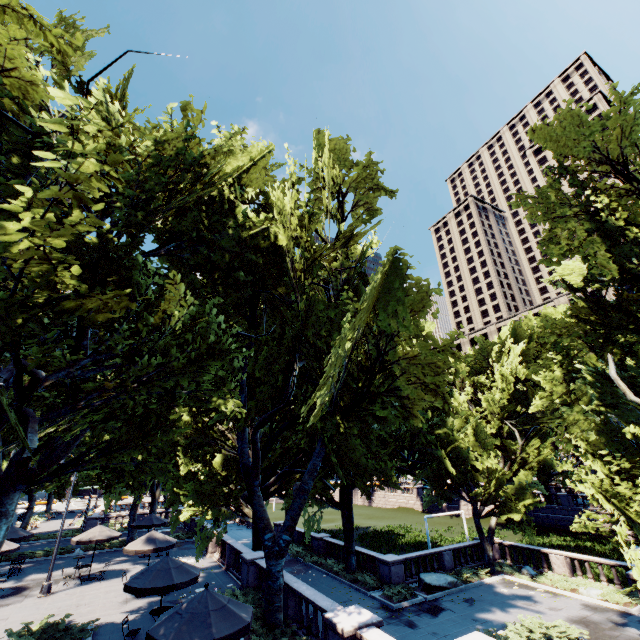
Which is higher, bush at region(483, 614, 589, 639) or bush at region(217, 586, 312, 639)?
bush at region(217, 586, 312, 639)

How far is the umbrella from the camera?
20.56m

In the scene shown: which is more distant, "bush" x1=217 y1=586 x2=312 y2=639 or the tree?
"bush" x1=217 y1=586 x2=312 y2=639

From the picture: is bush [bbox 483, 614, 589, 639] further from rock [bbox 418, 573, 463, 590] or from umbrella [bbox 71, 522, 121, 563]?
umbrella [bbox 71, 522, 121, 563]

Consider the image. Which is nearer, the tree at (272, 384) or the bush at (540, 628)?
the tree at (272, 384)

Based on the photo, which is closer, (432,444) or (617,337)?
(432,444)

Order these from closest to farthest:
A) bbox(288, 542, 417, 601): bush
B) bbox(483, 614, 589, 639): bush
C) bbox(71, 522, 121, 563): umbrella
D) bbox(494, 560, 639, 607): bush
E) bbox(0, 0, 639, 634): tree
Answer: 1. bbox(0, 0, 639, 634): tree
2. bbox(483, 614, 589, 639): bush
3. bbox(494, 560, 639, 607): bush
4. bbox(288, 542, 417, 601): bush
5. bbox(71, 522, 121, 563): umbrella

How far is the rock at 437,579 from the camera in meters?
20.9
